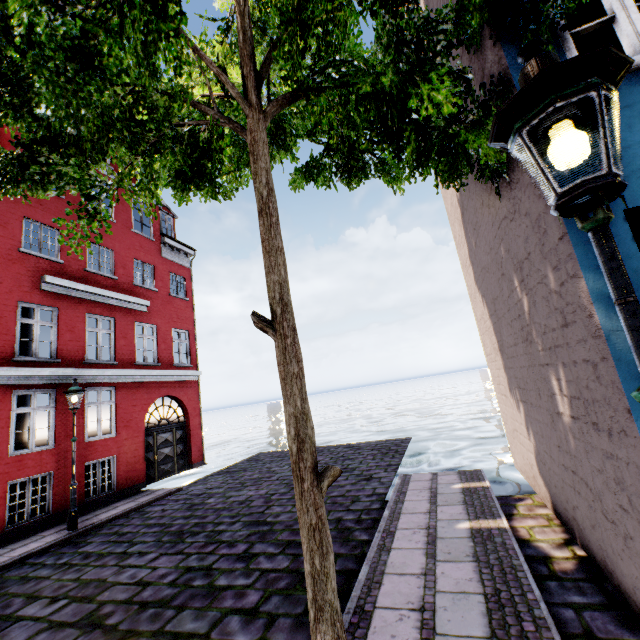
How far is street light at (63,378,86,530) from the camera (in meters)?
8.31

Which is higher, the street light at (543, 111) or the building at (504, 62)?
the building at (504, 62)

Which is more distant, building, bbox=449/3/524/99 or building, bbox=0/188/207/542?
building, bbox=0/188/207/542

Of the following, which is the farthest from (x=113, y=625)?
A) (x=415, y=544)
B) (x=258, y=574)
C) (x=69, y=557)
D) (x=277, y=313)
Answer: (x=277, y=313)

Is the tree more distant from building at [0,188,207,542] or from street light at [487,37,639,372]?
street light at [487,37,639,372]

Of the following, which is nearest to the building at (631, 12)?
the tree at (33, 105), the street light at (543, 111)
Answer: the tree at (33, 105)

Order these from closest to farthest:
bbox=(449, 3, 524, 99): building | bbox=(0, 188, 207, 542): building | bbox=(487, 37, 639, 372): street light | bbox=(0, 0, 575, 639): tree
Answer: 1. bbox=(487, 37, 639, 372): street light
2. bbox=(0, 0, 575, 639): tree
3. bbox=(449, 3, 524, 99): building
4. bbox=(0, 188, 207, 542): building
